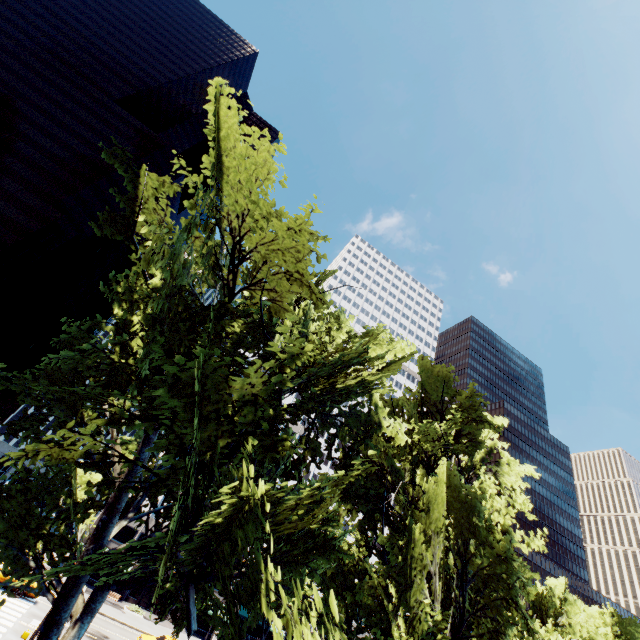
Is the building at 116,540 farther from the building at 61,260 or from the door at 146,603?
the building at 61,260

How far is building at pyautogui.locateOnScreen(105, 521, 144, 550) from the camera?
44.09m

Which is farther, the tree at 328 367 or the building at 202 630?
the building at 202 630

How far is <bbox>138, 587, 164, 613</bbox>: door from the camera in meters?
43.0

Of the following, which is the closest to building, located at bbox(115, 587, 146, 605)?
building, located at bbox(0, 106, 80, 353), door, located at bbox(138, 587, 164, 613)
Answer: door, located at bbox(138, 587, 164, 613)

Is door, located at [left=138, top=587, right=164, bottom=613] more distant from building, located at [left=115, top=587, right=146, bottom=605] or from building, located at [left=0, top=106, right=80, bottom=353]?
building, located at [left=0, top=106, right=80, bottom=353]

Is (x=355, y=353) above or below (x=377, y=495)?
A: above
